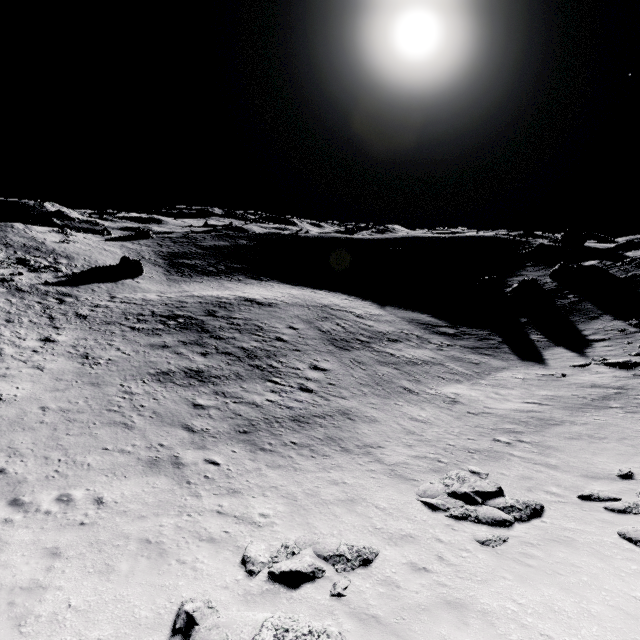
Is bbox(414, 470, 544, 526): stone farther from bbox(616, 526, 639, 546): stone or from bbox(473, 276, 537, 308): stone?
bbox(473, 276, 537, 308): stone

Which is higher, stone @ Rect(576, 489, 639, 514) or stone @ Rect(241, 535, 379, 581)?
stone @ Rect(576, 489, 639, 514)

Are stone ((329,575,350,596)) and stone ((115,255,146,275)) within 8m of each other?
no

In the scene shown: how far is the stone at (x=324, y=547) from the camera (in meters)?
7.75

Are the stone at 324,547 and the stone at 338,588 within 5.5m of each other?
yes

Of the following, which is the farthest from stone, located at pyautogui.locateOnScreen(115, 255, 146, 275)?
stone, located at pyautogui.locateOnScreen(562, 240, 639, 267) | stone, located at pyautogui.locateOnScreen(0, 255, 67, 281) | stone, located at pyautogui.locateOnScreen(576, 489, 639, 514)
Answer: stone, located at pyautogui.locateOnScreen(562, 240, 639, 267)

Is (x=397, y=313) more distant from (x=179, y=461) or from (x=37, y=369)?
(x=37, y=369)

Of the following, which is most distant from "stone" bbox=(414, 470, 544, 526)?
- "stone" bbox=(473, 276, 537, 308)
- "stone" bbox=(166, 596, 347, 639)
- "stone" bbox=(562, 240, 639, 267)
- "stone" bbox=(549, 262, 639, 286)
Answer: "stone" bbox=(562, 240, 639, 267)
